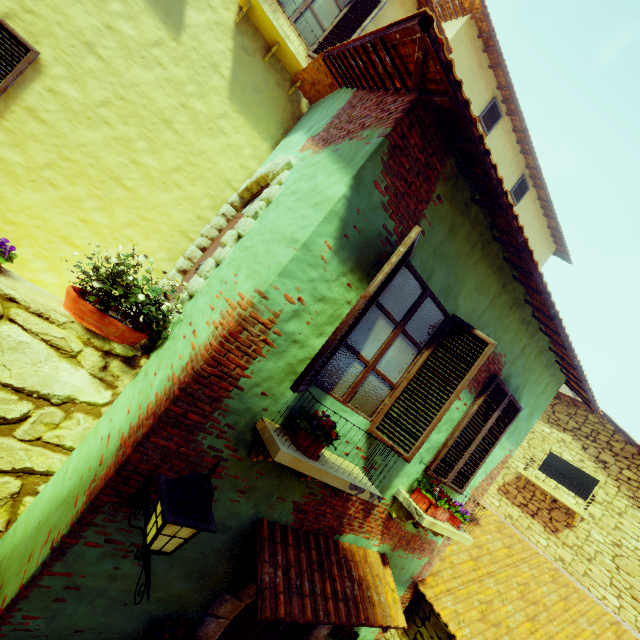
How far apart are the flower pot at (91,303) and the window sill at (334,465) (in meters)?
1.67

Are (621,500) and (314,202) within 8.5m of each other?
no

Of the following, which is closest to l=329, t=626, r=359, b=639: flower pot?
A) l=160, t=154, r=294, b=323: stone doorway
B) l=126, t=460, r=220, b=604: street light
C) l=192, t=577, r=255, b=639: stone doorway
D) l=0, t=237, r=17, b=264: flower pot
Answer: l=192, t=577, r=255, b=639: stone doorway

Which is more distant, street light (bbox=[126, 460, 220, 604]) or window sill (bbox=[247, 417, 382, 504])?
window sill (bbox=[247, 417, 382, 504])

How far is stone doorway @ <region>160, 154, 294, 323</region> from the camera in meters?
3.9

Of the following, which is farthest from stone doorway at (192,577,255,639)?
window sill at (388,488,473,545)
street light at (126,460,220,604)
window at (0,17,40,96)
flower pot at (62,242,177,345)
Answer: window at (0,17,40,96)

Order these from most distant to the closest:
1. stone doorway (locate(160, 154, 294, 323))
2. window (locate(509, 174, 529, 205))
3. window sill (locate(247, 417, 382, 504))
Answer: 1. window (locate(509, 174, 529, 205))
2. stone doorway (locate(160, 154, 294, 323))
3. window sill (locate(247, 417, 382, 504))

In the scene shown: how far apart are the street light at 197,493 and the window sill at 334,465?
0.5m
